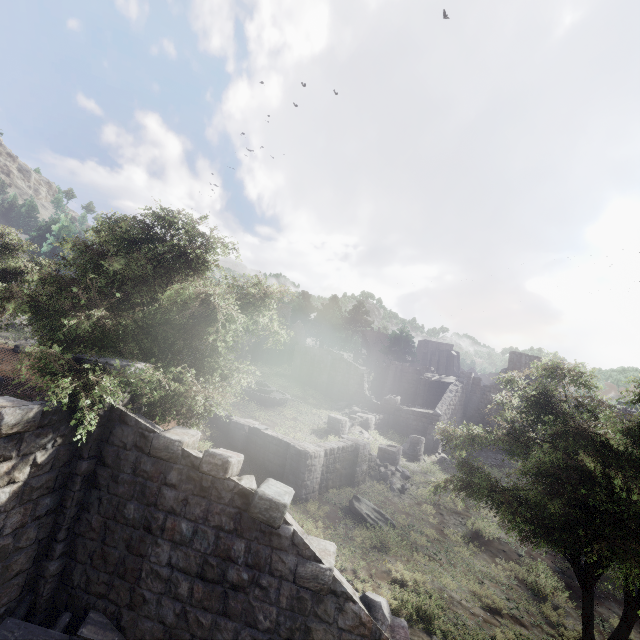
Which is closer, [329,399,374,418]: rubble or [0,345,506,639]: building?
[0,345,506,639]: building

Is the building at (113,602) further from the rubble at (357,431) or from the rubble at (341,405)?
the rubble at (341,405)

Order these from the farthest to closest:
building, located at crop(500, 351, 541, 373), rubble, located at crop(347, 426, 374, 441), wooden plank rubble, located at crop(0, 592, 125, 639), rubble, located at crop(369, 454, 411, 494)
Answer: building, located at crop(500, 351, 541, 373)
rubble, located at crop(347, 426, 374, 441)
rubble, located at crop(369, 454, 411, 494)
wooden plank rubble, located at crop(0, 592, 125, 639)

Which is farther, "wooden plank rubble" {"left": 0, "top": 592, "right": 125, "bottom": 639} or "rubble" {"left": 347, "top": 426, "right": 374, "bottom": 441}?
"rubble" {"left": 347, "top": 426, "right": 374, "bottom": 441}

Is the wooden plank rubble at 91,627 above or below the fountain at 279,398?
below

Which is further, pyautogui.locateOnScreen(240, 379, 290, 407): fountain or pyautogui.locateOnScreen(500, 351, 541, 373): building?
pyautogui.locateOnScreen(500, 351, 541, 373): building

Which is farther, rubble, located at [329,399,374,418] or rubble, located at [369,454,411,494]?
rubble, located at [329,399,374,418]

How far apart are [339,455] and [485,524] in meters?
8.3 m
